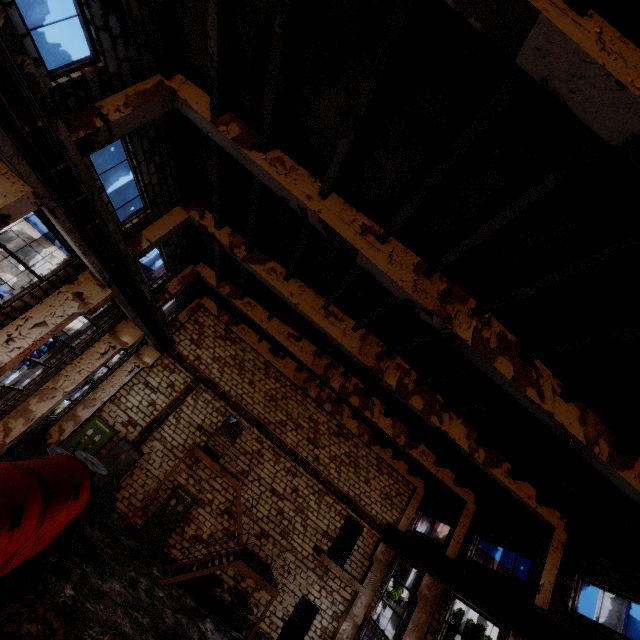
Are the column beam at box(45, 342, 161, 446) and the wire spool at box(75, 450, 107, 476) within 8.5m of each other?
yes

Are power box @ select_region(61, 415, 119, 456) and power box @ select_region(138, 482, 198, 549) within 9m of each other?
yes

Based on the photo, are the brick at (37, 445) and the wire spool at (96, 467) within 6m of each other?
yes

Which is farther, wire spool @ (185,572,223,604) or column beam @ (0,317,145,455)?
wire spool @ (185,572,223,604)

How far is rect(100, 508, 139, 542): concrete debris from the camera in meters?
13.4

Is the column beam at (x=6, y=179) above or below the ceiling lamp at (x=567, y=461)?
below

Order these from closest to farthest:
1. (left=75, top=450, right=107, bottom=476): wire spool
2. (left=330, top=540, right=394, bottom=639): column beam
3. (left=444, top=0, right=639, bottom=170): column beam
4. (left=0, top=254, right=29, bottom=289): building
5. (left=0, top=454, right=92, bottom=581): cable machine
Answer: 1. (left=444, top=0, right=639, bottom=170): column beam
2. (left=0, top=454, right=92, bottom=581): cable machine
3. (left=75, top=450, right=107, bottom=476): wire spool
4. (left=330, top=540, right=394, bottom=639): column beam
5. (left=0, top=254, right=29, bottom=289): building

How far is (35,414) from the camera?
11.8 meters
